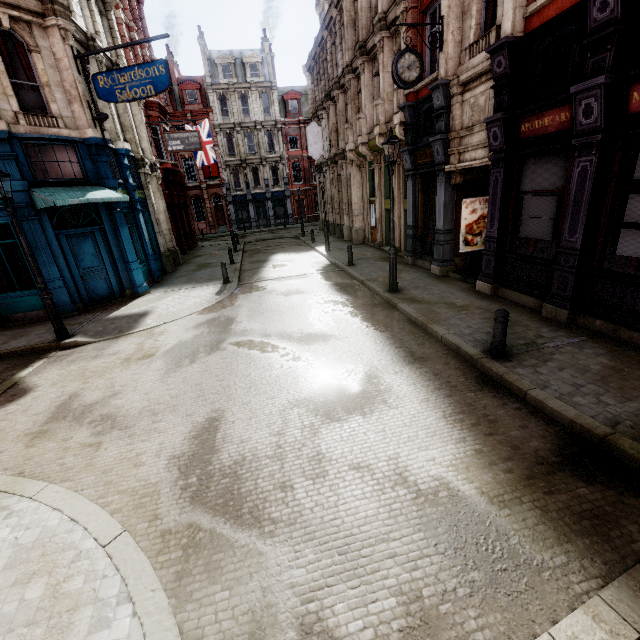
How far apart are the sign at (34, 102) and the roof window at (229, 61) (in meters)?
33.98

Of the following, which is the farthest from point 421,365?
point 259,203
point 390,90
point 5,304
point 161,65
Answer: point 259,203

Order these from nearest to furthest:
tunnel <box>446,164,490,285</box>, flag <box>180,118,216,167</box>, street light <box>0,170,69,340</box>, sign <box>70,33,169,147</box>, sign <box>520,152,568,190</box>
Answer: sign <box>520,152,568,190</box> → street light <box>0,170,69,340</box> → sign <box>70,33,169,147</box> → tunnel <box>446,164,490,285</box> → flag <box>180,118,216,167</box>

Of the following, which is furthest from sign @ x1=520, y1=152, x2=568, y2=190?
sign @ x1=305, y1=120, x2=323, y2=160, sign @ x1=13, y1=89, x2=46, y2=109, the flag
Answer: the flag

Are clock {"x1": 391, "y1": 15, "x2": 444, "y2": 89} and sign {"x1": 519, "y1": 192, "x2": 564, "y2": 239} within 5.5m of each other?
yes

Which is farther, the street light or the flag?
the flag

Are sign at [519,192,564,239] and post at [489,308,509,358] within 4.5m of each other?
yes

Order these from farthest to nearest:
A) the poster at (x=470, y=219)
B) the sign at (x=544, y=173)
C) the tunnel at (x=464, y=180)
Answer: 1. the poster at (x=470, y=219)
2. the tunnel at (x=464, y=180)
3. the sign at (x=544, y=173)
